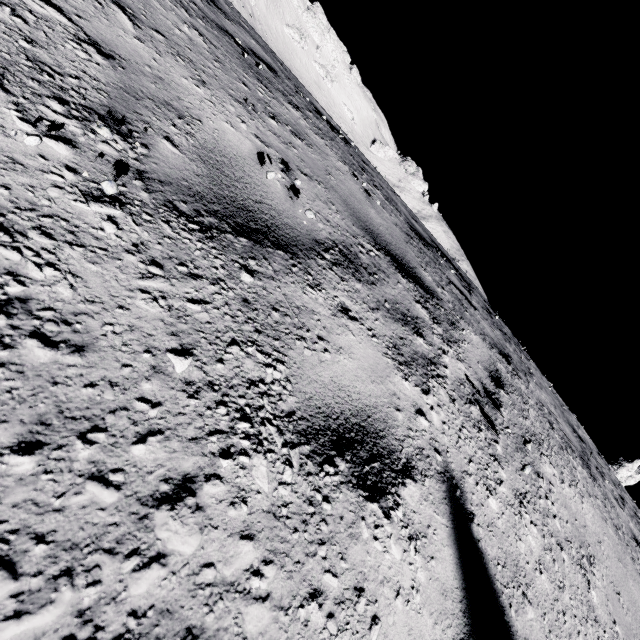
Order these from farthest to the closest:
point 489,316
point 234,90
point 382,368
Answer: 1. point 489,316
2. point 234,90
3. point 382,368
